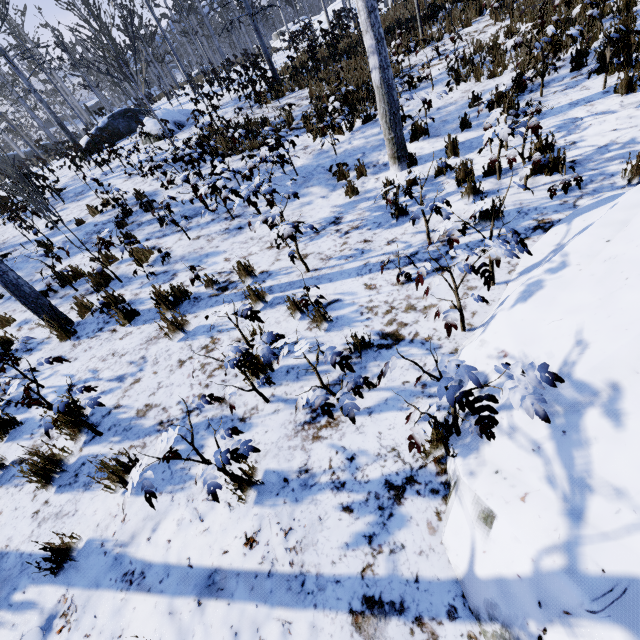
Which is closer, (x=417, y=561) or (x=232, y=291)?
(x=417, y=561)

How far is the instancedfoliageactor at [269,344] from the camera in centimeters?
261cm

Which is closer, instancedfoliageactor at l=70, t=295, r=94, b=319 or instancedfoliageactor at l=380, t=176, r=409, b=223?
instancedfoliageactor at l=380, t=176, r=409, b=223

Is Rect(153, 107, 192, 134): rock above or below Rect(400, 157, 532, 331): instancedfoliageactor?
above

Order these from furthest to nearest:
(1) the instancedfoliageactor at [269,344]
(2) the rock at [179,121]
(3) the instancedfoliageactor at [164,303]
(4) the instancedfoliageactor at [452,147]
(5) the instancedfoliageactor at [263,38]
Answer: (2) the rock at [179,121] → (4) the instancedfoliageactor at [452,147] → (5) the instancedfoliageactor at [263,38] → (3) the instancedfoliageactor at [164,303] → (1) the instancedfoliageactor at [269,344]

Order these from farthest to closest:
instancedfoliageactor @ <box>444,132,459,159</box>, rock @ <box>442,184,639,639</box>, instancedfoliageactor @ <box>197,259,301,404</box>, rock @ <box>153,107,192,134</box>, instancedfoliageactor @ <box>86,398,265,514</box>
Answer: rock @ <box>153,107,192,134</box> → instancedfoliageactor @ <box>444,132,459,159</box> → instancedfoliageactor @ <box>197,259,301,404</box> → instancedfoliageactor @ <box>86,398,265,514</box> → rock @ <box>442,184,639,639</box>

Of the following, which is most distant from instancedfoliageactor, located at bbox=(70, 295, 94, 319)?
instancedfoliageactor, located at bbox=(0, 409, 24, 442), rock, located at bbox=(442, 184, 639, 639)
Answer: instancedfoliageactor, located at bbox=(0, 409, 24, 442)
